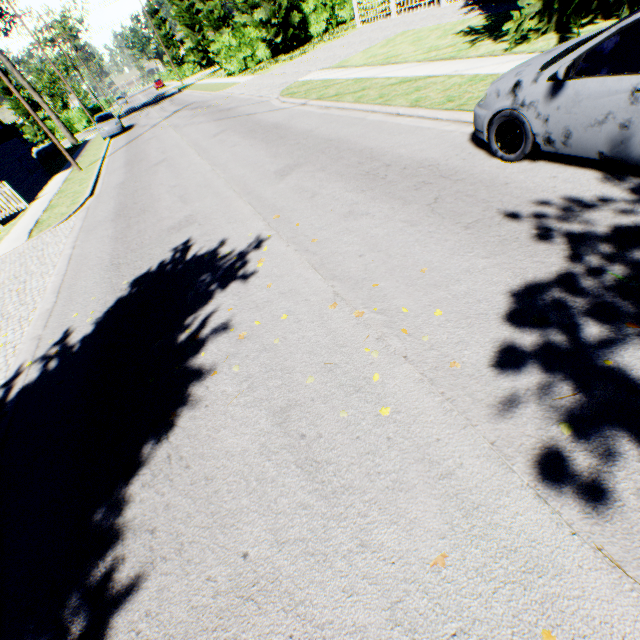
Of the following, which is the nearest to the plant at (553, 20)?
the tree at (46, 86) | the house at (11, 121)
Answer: the house at (11, 121)

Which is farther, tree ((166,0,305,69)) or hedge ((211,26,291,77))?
hedge ((211,26,291,77))

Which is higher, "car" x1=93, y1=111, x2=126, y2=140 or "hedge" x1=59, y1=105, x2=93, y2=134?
"hedge" x1=59, y1=105, x2=93, y2=134

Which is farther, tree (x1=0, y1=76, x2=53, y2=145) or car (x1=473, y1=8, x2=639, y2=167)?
tree (x1=0, y1=76, x2=53, y2=145)

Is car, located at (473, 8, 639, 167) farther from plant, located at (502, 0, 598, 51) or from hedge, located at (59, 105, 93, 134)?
hedge, located at (59, 105, 93, 134)

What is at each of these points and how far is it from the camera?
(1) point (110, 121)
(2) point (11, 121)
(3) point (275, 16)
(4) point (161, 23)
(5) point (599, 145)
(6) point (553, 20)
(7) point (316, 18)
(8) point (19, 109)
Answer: (1) car, 25.70m
(2) house, 53.06m
(3) tree, 26.94m
(4) tree, 59.41m
(5) car, 3.66m
(6) plant, 8.28m
(7) hedge, 30.52m
(8) tree, 43.09m

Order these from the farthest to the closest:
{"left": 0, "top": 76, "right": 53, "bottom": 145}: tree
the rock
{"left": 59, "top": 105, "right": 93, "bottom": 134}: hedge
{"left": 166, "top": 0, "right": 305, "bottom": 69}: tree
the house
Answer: the house, {"left": 59, "top": 105, "right": 93, "bottom": 134}: hedge, {"left": 0, "top": 76, "right": 53, "bottom": 145}: tree, the rock, {"left": 166, "top": 0, "right": 305, "bottom": 69}: tree

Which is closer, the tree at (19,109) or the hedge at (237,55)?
the hedge at (237,55)
